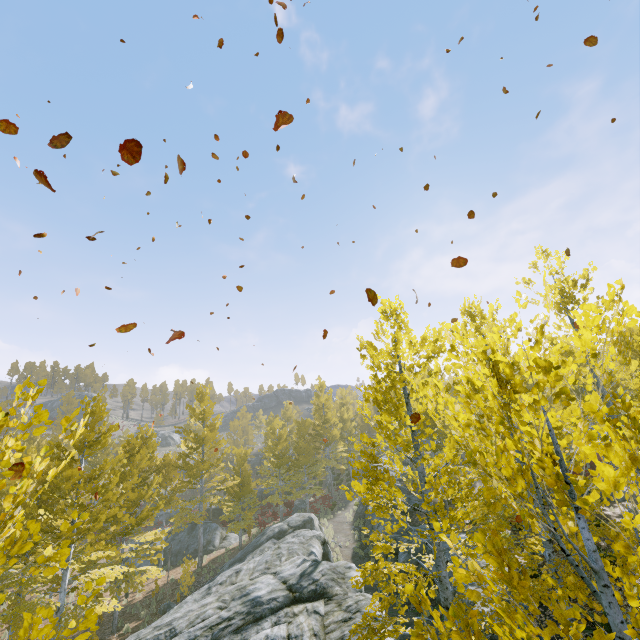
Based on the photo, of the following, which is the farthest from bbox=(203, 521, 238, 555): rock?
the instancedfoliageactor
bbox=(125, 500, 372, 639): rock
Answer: bbox=(125, 500, 372, 639): rock

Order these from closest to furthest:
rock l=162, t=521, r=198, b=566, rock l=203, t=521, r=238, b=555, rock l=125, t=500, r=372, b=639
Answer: rock l=125, t=500, r=372, b=639 < rock l=162, t=521, r=198, b=566 < rock l=203, t=521, r=238, b=555

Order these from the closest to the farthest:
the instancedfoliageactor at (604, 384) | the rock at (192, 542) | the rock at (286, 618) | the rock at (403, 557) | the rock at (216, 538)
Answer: the instancedfoliageactor at (604, 384)
the rock at (286, 618)
the rock at (403, 557)
the rock at (192, 542)
the rock at (216, 538)

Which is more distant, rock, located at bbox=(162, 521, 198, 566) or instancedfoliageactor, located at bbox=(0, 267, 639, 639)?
rock, located at bbox=(162, 521, 198, 566)

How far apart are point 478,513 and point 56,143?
12.4 meters

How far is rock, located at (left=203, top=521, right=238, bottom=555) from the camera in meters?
26.3 m

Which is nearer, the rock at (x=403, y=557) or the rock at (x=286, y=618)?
the rock at (x=286, y=618)
